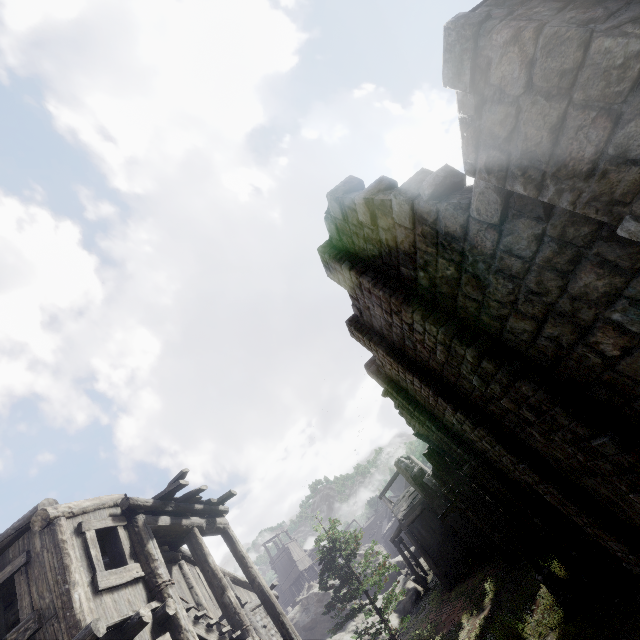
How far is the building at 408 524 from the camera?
24.3m

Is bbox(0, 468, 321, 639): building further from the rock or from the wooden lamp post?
the wooden lamp post

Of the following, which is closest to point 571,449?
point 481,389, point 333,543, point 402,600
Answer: point 481,389

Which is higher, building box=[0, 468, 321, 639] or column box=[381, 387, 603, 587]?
building box=[0, 468, 321, 639]

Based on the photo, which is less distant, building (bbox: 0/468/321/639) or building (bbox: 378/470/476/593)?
building (bbox: 0/468/321/639)

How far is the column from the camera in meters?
11.4

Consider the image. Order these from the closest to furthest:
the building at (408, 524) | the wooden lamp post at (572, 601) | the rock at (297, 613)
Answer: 1. the wooden lamp post at (572, 601)
2. the building at (408, 524)
3. the rock at (297, 613)

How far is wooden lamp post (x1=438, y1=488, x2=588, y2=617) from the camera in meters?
11.0 m
